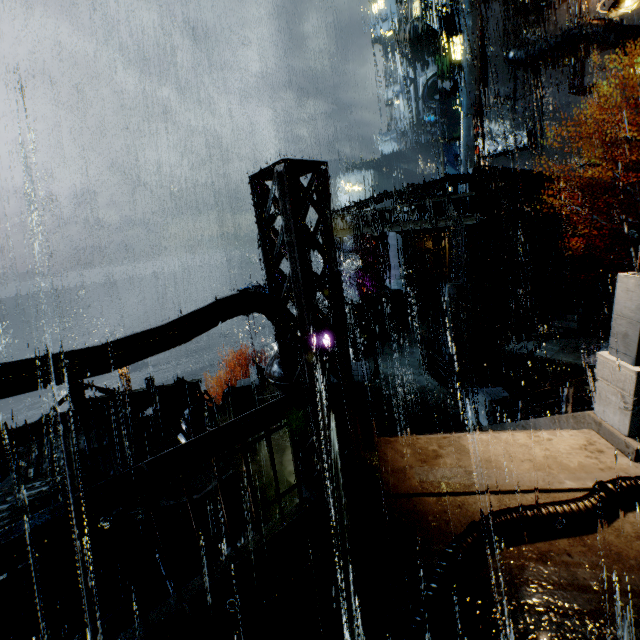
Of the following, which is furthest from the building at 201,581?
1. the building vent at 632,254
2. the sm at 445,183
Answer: the building vent at 632,254

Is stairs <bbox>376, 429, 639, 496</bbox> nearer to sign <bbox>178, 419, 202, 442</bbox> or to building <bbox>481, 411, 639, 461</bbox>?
building <bbox>481, 411, 639, 461</bbox>

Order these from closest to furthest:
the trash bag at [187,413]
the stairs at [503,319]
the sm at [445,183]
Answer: the trash bag at [187,413], the sm at [445,183], the stairs at [503,319]

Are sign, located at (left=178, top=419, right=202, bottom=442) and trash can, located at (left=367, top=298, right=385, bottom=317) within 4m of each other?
no

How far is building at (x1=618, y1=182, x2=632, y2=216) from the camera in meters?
25.7

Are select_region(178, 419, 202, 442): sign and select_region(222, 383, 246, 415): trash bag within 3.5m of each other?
yes

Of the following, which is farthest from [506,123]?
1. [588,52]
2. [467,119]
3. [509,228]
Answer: [509,228]

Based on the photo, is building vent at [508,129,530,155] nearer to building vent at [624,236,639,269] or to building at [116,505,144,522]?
building at [116,505,144,522]
